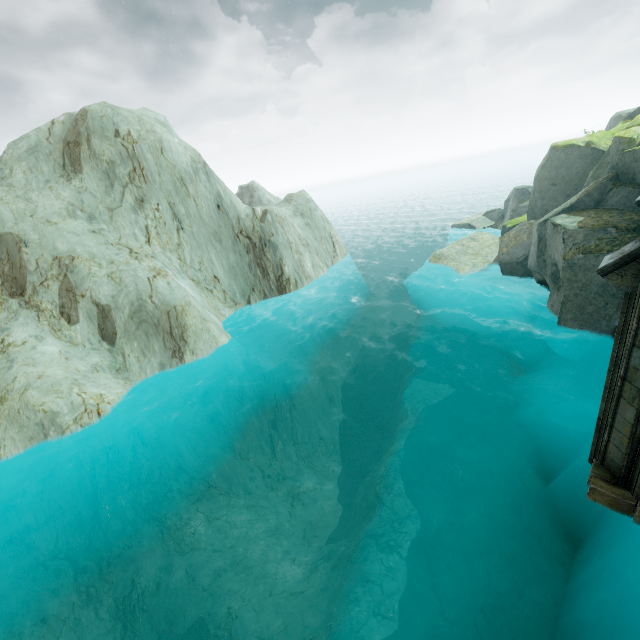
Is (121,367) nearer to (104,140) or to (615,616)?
(104,140)
